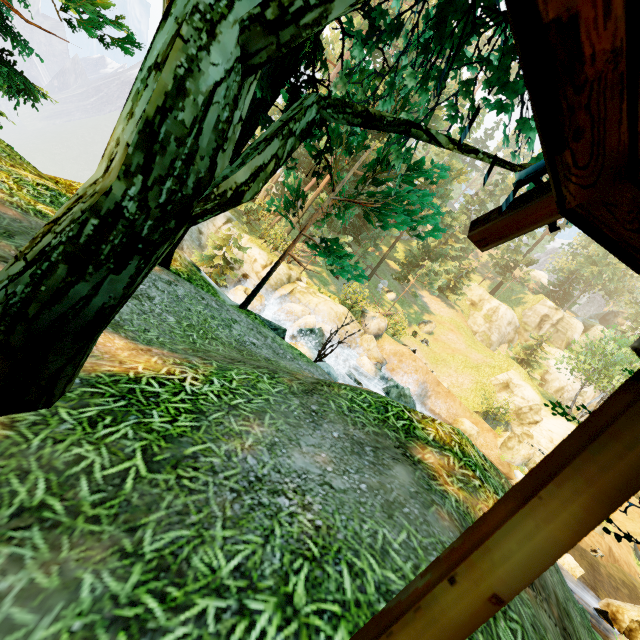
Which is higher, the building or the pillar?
the building

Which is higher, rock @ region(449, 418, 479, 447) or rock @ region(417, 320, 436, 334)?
rock @ region(417, 320, 436, 334)

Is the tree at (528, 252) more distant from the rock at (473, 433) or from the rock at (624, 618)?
the rock at (473, 433)

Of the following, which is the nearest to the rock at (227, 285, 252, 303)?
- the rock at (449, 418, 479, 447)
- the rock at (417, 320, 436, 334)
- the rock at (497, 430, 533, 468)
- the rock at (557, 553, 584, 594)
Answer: the rock at (449, 418, 479, 447)

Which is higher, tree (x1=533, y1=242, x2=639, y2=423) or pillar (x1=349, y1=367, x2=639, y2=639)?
tree (x1=533, y1=242, x2=639, y2=423)

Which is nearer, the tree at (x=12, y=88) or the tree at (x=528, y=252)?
the tree at (x=12, y=88)

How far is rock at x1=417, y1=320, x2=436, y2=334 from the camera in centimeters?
3347cm

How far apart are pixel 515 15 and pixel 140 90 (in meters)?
1.80
